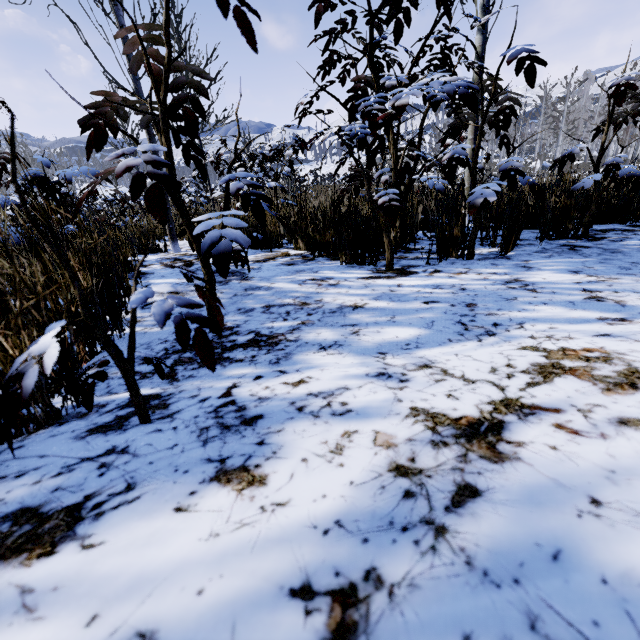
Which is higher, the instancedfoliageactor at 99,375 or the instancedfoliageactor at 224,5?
the instancedfoliageactor at 224,5

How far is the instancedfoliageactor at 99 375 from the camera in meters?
0.7

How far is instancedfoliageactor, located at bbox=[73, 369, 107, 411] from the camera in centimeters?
69cm

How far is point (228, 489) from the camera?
0.43m

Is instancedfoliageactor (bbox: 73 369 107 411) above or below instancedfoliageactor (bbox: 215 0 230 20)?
below

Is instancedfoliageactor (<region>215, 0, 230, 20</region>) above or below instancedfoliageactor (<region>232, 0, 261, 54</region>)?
above
